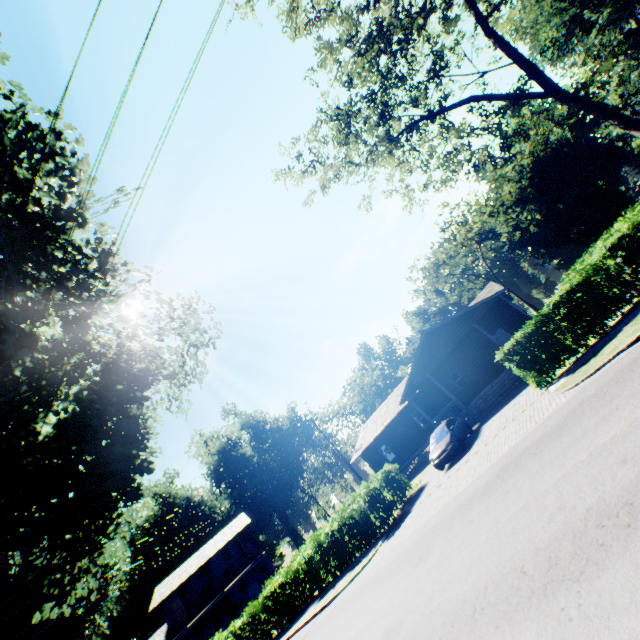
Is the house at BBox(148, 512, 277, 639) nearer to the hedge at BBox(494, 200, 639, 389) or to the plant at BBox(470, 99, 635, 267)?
the plant at BBox(470, 99, 635, 267)

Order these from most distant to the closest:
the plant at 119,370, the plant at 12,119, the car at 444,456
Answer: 1. the car at 444,456
2. the plant at 119,370
3. the plant at 12,119

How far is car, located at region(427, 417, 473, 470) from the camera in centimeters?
1698cm

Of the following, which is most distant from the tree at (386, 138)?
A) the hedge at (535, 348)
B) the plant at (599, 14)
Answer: the plant at (599, 14)

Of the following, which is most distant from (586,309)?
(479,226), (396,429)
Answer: (479,226)

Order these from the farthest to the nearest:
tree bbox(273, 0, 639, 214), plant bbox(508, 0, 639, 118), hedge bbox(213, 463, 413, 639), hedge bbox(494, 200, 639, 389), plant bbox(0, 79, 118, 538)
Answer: plant bbox(508, 0, 639, 118) → hedge bbox(213, 463, 413, 639) → tree bbox(273, 0, 639, 214) → hedge bbox(494, 200, 639, 389) → plant bbox(0, 79, 118, 538)

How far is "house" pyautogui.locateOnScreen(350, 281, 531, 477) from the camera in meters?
22.3 m

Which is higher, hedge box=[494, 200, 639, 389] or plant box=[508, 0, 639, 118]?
plant box=[508, 0, 639, 118]
